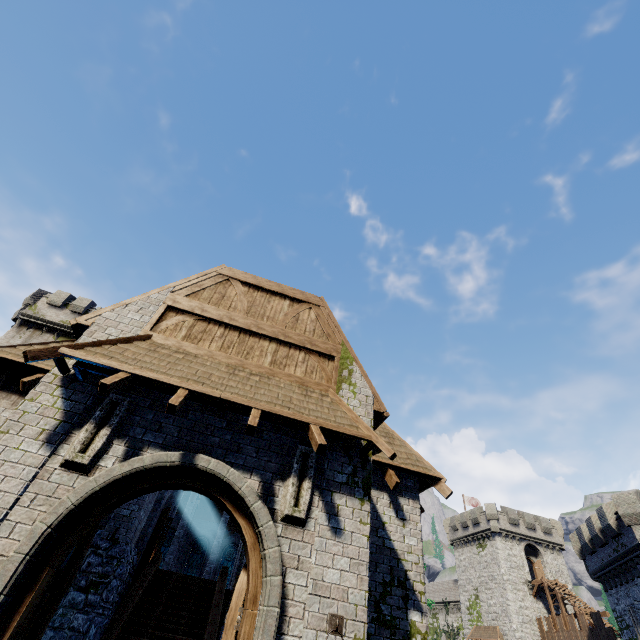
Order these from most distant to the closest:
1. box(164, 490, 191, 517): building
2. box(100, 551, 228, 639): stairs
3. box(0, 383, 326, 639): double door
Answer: box(164, 490, 191, 517): building < box(100, 551, 228, 639): stairs < box(0, 383, 326, 639): double door

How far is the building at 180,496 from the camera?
18.3 meters

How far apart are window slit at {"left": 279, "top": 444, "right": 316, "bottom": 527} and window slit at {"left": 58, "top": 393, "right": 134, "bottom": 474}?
3.0 meters

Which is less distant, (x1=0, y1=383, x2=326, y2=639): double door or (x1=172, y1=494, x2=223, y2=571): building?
(x1=0, y1=383, x2=326, y2=639): double door

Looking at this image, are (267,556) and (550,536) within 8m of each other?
no

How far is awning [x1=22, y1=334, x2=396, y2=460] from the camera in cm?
543

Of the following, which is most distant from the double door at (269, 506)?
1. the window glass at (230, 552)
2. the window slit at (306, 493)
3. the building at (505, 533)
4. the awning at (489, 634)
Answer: the awning at (489, 634)

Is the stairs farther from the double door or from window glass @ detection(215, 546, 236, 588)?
window glass @ detection(215, 546, 236, 588)
